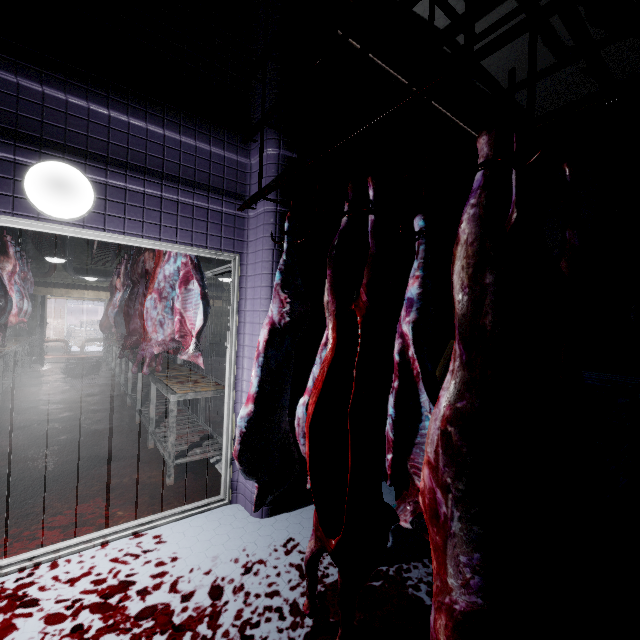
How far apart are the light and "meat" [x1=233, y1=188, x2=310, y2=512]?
1.06m

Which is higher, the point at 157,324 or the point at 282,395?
the point at 157,324

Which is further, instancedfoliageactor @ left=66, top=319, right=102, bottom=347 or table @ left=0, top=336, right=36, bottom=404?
instancedfoliageactor @ left=66, top=319, right=102, bottom=347

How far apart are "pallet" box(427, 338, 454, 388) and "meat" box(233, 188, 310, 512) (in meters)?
0.78

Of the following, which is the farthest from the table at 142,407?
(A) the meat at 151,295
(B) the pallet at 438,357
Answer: (B) the pallet at 438,357

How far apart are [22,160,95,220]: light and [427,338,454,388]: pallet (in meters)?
3.09

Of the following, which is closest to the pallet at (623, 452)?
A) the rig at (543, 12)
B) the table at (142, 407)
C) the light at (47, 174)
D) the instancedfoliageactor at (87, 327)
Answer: the table at (142, 407)

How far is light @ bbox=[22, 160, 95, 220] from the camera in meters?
1.8 m
